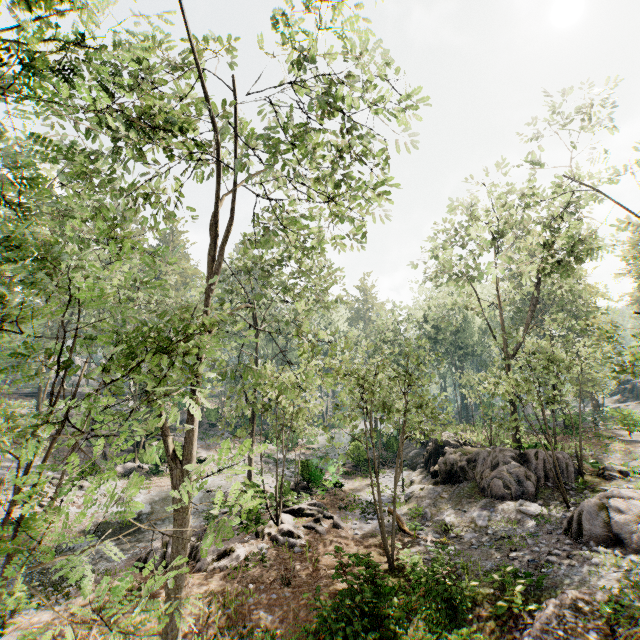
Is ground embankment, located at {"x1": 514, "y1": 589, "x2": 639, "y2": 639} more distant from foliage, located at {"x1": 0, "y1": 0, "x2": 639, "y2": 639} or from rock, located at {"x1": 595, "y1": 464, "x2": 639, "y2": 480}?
rock, located at {"x1": 595, "y1": 464, "x2": 639, "y2": 480}

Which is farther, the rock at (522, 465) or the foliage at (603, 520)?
the rock at (522, 465)

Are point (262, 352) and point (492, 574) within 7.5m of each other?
no

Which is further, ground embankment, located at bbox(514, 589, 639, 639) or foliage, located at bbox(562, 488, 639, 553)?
foliage, located at bbox(562, 488, 639, 553)

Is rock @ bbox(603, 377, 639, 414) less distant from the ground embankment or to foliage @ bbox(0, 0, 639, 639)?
foliage @ bbox(0, 0, 639, 639)

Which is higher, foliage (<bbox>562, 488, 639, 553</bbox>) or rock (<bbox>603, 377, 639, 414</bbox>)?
rock (<bbox>603, 377, 639, 414</bbox>)

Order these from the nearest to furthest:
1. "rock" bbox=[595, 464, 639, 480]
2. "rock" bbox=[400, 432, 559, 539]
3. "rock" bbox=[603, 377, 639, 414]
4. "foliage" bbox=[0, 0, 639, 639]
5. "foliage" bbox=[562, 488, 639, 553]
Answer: "foliage" bbox=[0, 0, 639, 639] → "foliage" bbox=[562, 488, 639, 553] → "rock" bbox=[400, 432, 559, 539] → "rock" bbox=[595, 464, 639, 480] → "rock" bbox=[603, 377, 639, 414]

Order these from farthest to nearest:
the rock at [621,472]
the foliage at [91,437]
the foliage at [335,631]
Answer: the rock at [621,472]
the foliage at [335,631]
the foliage at [91,437]
